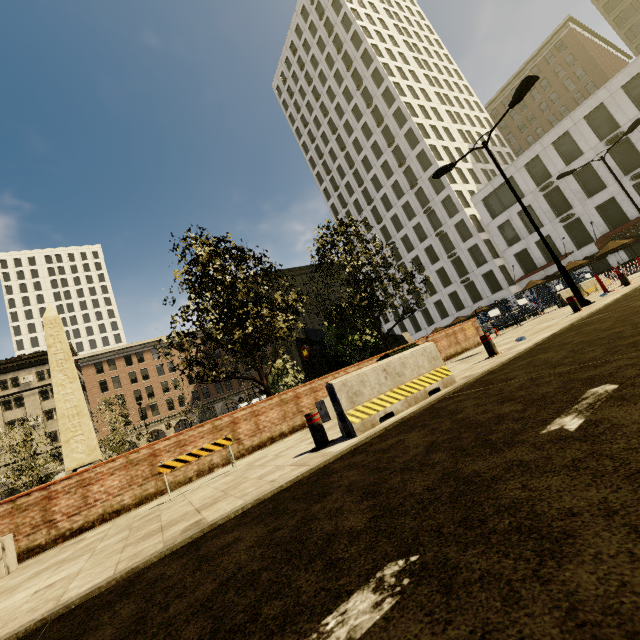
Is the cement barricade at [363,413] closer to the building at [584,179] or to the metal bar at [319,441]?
the metal bar at [319,441]

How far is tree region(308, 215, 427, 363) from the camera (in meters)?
13.62

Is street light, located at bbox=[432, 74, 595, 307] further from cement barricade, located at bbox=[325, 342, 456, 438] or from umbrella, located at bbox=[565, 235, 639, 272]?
umbrella, located at bbox=[565, 235, 639, 272]

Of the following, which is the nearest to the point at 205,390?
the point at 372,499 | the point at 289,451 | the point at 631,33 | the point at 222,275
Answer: the point at 222,275

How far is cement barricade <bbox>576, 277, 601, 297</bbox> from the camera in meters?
19.1 m

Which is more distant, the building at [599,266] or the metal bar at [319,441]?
the building at [599,266]

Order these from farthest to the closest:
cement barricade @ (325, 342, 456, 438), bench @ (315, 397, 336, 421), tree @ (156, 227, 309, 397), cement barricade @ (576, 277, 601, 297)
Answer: cement barricade @ (576, 277, 601, 297)
tree @ (156, 227, 309, 397)
bench @ (315, 397, 336, 421)
cement barricade @ (325, 342, 456, 438)

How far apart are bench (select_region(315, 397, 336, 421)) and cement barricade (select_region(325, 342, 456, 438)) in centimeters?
356cm
